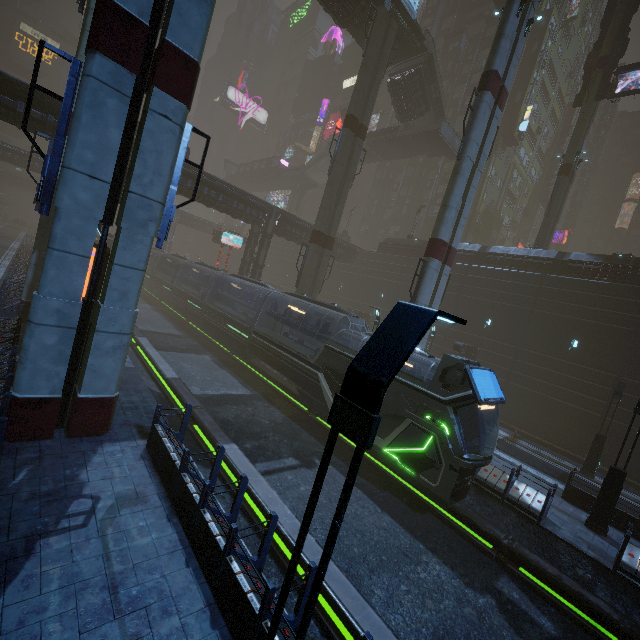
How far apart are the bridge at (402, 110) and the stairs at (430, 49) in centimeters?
1cm

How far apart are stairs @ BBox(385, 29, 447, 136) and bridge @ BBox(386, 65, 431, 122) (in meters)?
0.01

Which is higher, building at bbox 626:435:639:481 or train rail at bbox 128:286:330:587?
building at bbox 626:435:639:481

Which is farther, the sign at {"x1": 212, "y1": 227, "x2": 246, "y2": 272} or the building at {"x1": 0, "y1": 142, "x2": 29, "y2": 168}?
the building at {"x1": 0, "y1": 142, "x2": 29, "y2": 168}

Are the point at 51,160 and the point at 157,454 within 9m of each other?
yes

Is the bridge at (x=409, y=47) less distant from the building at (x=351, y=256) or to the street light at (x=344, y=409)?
the building at (x=351, y=256)

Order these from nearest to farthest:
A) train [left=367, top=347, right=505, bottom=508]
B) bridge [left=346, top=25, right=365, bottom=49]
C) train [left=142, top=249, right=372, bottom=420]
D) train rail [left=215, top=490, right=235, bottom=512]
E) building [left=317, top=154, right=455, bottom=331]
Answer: train rail [left=215, top=490, right=235, bottom=512] < train [left=367, top=347, right=505, bottom=508] < train [left=142, top=249, right=372, bottom=420] < bridge [left=346, top=25, right=365, bottom=49] < building [left=317, top=154, right=455, bottom=331]
